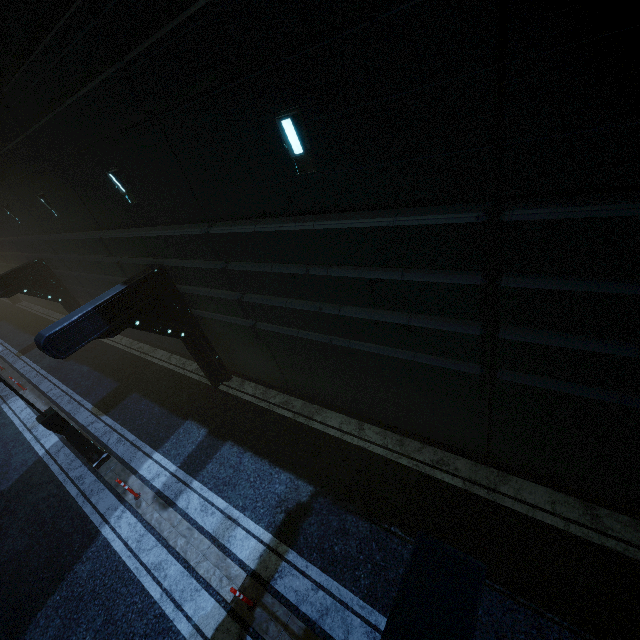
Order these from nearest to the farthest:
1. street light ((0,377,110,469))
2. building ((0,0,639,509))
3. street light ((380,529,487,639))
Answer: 1. street light ((380,529,487,639))
2. building ((0,0,639,509))
3. street light ((0,377,110,469))

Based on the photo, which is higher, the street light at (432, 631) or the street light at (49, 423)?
the street light at (432, 631)

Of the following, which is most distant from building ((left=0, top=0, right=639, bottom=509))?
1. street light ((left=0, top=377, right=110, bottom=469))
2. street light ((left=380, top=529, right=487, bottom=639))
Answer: street light ((left=380, top=529, right=487, bottom=639))

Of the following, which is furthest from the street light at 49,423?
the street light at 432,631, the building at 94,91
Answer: the street light at 432,631

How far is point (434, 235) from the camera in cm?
451

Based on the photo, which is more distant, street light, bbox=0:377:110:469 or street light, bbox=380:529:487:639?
street light, bbox=0:377:110:469

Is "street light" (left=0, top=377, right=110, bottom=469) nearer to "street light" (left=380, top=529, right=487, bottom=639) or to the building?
the building

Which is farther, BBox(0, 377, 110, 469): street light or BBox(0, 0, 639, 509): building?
BBox(0, 377, 110, 469): street light
